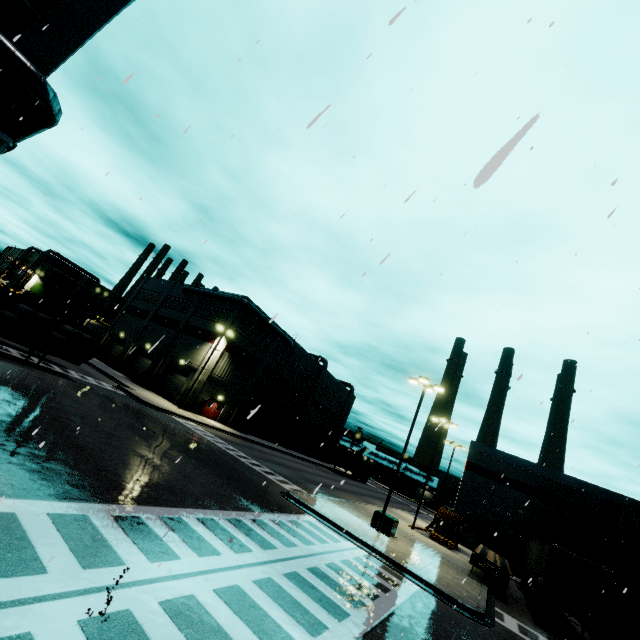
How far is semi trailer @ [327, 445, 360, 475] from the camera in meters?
54.5

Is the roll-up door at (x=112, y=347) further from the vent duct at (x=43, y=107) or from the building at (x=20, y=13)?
the vent duct at (x=43, y=107)

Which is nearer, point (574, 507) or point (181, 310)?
point (574, 507)

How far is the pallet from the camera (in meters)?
27.23

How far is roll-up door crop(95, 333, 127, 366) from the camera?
46.8 meters

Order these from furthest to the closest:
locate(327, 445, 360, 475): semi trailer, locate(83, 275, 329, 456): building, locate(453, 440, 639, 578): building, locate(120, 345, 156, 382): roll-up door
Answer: locate(327, 445, 360, 475): semi trailer, locate(120, 345, 156, 382): roll-up door, locate(83, 275, 329, 456): building, locate(453, 440, 639, 578): building

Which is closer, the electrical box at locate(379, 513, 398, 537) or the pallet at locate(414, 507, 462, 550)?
the electrical box at locate(379, 513, 398, 537)

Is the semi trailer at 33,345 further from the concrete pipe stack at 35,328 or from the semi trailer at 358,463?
the semi trailer at 358,463
